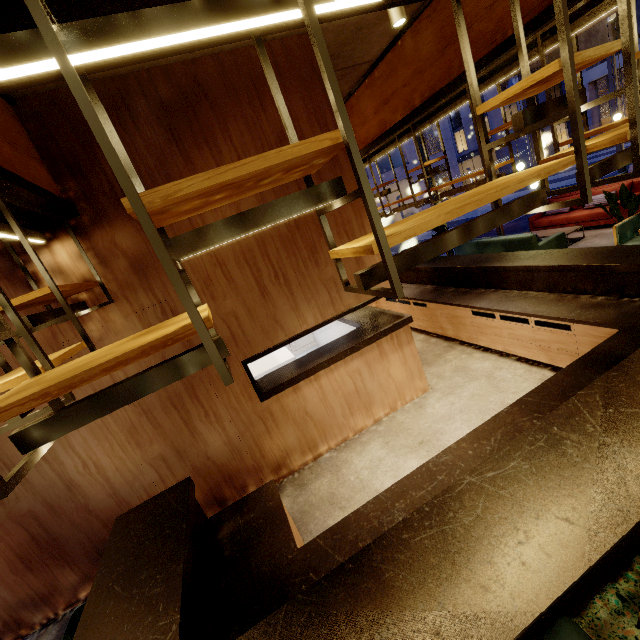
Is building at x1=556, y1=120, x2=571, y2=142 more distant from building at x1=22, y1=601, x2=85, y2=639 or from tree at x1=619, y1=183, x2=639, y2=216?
tree at x1=619, y1=183, x2=639, y2=216

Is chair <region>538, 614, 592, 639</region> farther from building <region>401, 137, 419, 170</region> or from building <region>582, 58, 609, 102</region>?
building <region>582, 58, 609, 102</region>

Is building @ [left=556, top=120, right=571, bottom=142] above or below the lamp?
below

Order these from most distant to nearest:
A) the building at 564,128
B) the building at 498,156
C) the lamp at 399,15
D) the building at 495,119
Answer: the building at 498,156 < the building at 495,119 < the building at 564,128 < the lamp at 399,15

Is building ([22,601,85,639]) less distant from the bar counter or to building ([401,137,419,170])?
the bar counter

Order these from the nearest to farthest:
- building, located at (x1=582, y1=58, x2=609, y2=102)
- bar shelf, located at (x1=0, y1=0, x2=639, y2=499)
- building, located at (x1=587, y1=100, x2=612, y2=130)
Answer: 1. bar shelf, located at (x1=0, y1=0, x2=639, y2=499)
2. building, located at (x1=582, y1=58, x2=609, y2=102)
3. building, located at (x1=587, y1=100, x2=612, y2=130)

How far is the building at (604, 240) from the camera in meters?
7.4 m

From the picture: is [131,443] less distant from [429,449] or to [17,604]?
[17,604]
